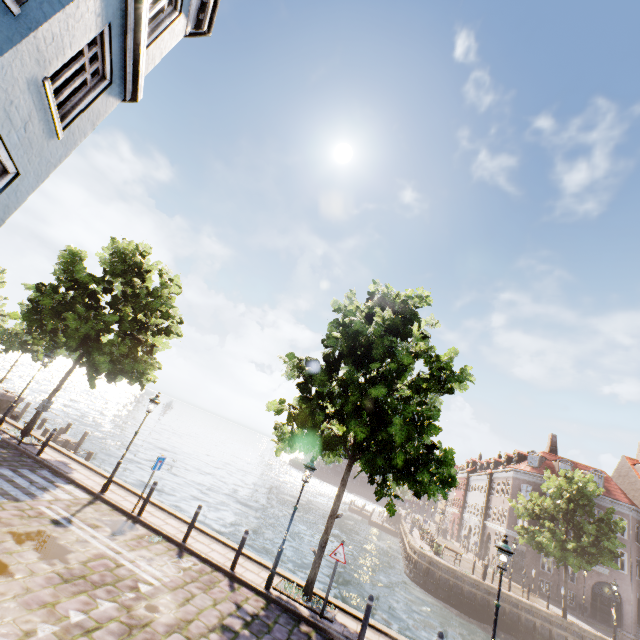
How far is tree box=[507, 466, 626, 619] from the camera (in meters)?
23.62

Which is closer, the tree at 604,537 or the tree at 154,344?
the tree at 154,344

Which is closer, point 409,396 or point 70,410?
point 409,396

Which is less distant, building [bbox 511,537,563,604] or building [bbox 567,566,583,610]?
building [bbox 567,566,583,610]

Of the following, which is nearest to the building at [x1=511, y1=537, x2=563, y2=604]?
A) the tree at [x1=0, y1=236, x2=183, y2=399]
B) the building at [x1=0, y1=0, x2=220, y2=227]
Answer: the tree at [x1=0, y1=236, x2=183, y2=399]

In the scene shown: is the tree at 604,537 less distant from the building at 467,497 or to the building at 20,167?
the building at 467,497

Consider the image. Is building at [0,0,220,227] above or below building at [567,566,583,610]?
above
